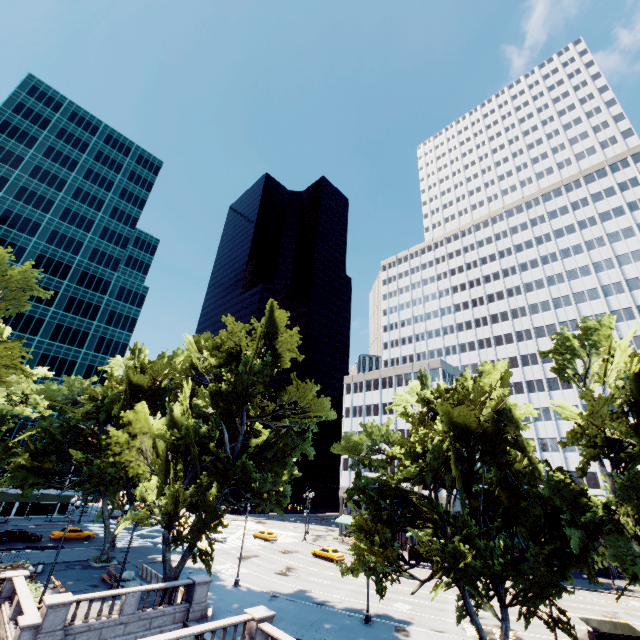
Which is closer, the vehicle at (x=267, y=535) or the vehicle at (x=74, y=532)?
the vehicle at (x=74, y=532)

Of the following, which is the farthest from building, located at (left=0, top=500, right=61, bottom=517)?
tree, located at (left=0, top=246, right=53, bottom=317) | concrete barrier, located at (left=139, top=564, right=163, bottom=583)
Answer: concrete barrier, located at (left=139, top=564, right=163, bottom=583)

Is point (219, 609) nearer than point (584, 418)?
No

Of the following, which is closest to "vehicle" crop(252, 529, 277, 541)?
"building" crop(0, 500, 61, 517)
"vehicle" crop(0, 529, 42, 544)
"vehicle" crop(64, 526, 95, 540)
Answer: "vehicle" crop(64, 526, 95, 540)

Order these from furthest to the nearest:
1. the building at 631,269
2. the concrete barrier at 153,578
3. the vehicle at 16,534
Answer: the building at 631,269, the vehicle at 16,534, the concrete barrier at 153,578

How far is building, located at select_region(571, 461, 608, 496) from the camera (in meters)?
51.99

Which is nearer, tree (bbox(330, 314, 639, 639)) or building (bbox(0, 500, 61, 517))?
tree (bbox(330, 314, 639, 639))

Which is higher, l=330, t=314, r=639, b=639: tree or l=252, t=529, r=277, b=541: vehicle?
l=330, t=314, r=639, b=639: tree
